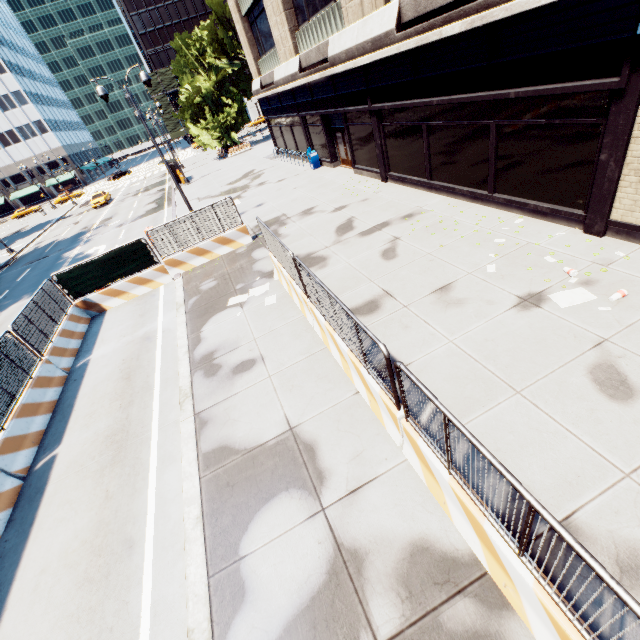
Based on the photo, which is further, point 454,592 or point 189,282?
point 189,282

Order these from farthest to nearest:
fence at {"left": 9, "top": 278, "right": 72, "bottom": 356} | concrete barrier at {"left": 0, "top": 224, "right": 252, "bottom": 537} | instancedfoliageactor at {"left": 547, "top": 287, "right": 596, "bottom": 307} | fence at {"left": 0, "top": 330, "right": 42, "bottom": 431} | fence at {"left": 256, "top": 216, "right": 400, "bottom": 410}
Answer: fence at {"left": 9, "top": 278, "right": 72, "bottom": 356} < fence at {"left": 0, "top": 330, "right": 42, "bottom": 431} < concrete barrier at {"left": 0, "top": 224, "right": 252, "bottom": 537} < instancedfoliageactor at {"left": 547, "top": 287, "right": 596, "bottom": 307} < fence at {"left": 256, "top": 216, "right": 400, "bottom": 410}

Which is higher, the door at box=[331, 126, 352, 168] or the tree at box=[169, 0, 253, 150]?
the tree at box=[169, 0, 253, 150]

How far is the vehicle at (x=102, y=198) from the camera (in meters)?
40.12

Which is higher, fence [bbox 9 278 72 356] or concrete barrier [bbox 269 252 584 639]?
fence [bbox 9 278 72 356]

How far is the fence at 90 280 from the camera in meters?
13.0 m

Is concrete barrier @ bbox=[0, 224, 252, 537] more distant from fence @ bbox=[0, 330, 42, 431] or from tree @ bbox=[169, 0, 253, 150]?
tree @ bbox=[169, 0, 253, 150]

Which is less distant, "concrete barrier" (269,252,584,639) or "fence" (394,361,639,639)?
"fence" (394,361,639,639)
